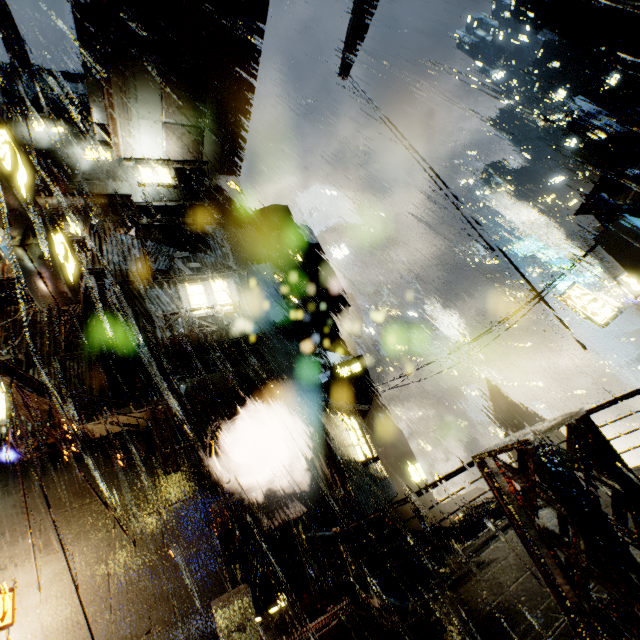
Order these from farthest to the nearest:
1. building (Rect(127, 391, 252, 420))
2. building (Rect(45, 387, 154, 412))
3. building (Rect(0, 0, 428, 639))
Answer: building (Rect(127, 391, 252, 420)), building (Rect(45, 387, 154, 412)), building (Rect(0, 0, 428, 639))

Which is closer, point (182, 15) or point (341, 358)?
point (182, 15)

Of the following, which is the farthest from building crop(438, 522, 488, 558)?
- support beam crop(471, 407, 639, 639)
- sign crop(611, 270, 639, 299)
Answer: sign crop(611, 270, 639, 299)

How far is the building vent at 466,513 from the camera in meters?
14.5 m

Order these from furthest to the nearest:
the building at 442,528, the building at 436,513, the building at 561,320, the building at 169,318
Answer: the building at 436,513
the building at 561,320
the building at 442,528
the building at 169,318

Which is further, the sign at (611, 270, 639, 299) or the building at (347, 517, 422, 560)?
the sign at (611, 270, 639, 299)

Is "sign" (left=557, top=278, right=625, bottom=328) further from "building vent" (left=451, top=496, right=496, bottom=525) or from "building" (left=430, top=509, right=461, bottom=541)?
"building vent" (left=451, top=496, right=496, bottom=525)

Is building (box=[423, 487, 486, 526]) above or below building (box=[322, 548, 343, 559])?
below
